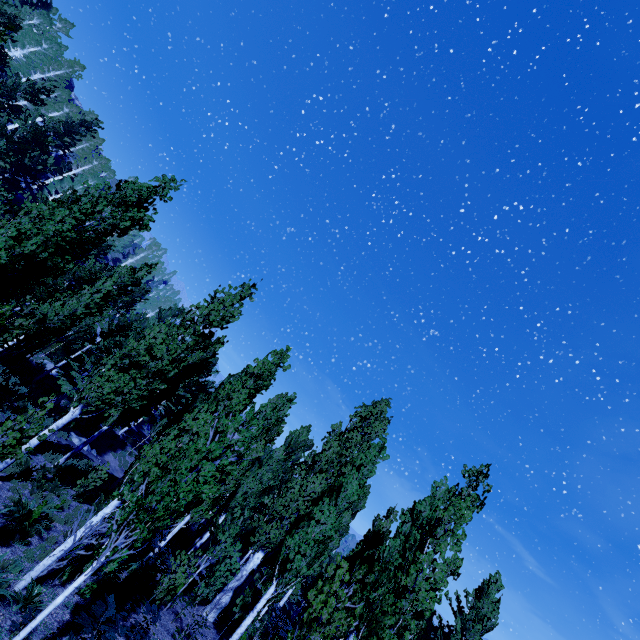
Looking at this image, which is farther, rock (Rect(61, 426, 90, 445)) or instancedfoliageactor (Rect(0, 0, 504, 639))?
rock (Rect(61, 426, 90, 445))

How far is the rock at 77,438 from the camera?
21.3m

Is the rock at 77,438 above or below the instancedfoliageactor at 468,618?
below

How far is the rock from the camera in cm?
2131

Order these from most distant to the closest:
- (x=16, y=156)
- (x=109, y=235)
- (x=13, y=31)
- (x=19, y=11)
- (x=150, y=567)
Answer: (x=19, y=11) < (x=16, y=156) < (x=13, y=31) < (x=150, y=567) < (x=109, y=235)

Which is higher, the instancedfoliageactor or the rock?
the instancedfoliageactor
